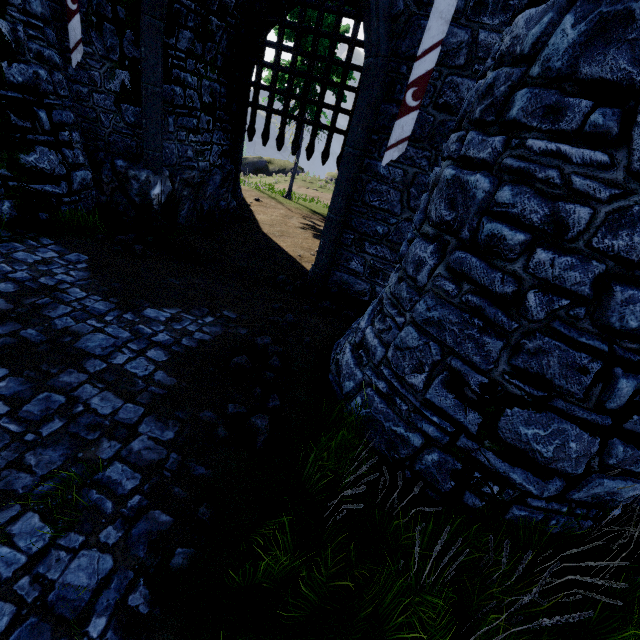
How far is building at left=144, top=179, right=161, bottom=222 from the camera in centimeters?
853cm

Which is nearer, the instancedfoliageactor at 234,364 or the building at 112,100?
the instancedfoliageactor at 234,364

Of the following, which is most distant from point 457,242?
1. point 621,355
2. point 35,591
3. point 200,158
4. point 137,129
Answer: point 200,158

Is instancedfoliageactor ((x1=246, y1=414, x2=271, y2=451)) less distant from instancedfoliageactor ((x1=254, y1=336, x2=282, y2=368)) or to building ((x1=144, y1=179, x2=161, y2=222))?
instancedfoliageactor ((x1=254, y1=336, x2=282, y2=368))

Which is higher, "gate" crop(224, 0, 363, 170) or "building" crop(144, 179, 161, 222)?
"gate" crop(224, 0, 363, 170)

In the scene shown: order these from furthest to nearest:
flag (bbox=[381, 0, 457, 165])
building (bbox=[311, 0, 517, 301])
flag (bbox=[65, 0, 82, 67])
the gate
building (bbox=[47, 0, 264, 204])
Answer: the gate < building (bbox=[47, 0, 264, 204]) < flag (bbox=[65, 0, 82, 67]) < building (bbox=[311, 0, 517, 301]) < flag (bbox=[381, 0, 457, 165])

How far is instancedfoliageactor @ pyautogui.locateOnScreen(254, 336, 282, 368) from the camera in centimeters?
500cm

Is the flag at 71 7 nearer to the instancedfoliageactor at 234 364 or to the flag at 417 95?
the flag at 417 95
